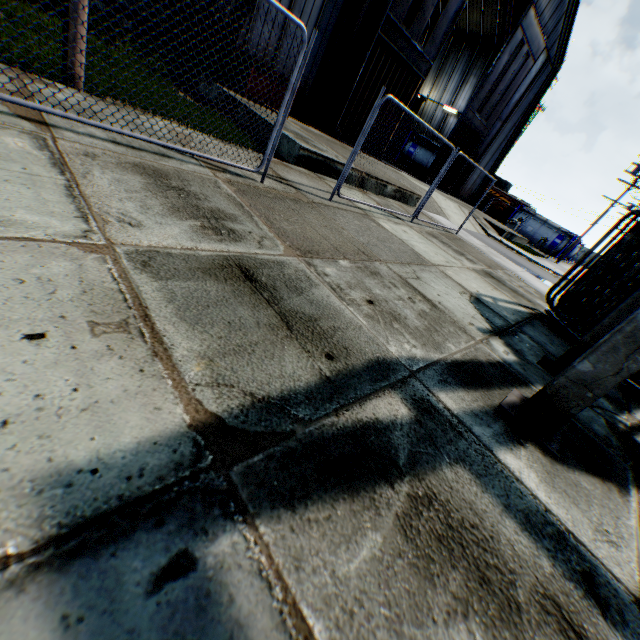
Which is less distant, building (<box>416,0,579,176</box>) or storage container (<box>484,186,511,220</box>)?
building (<box>416,0,579,176</box>)

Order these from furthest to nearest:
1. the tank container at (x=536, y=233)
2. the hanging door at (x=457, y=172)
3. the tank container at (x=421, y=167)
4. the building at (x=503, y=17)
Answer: the tank container at (x=536, y=233), the tank container at (x=421, y=167), the hanging door at (x=457, y=172), the building at (x=503, y=17)

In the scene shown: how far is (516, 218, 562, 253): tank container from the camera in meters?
35.2 m

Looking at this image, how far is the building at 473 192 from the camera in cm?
2744

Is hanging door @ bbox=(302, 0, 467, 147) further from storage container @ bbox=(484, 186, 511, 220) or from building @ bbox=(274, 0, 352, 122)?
storage container @ bbox=(484, 186, 511, 220)

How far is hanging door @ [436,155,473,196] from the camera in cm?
2459

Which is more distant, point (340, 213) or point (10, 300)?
point (340, 213)

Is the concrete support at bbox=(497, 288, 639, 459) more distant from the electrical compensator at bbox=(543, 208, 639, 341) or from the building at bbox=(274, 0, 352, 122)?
the building at bbox=(274, 0, 352, 122)
